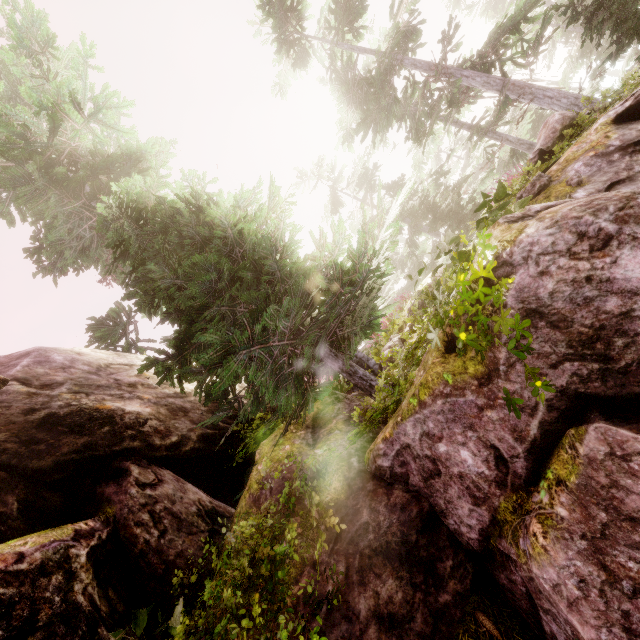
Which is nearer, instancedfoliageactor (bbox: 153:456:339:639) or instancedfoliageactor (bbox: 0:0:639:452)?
instancedfoliageactor (bbox: 153:456:339:639)

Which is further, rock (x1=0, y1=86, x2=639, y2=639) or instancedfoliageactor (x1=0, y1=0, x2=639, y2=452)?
instancedfoliageactor (x1=0, y1=0, x2=639, y2=452)

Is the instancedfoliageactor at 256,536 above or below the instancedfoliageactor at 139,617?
below

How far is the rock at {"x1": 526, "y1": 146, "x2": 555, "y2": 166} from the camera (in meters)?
7.55

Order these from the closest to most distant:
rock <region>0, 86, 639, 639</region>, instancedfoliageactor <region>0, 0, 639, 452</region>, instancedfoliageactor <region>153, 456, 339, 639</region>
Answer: rock <region>0, 86, 639, 639</region>
instancedfoliageactor <region>153, 456, 339, 639</region>
instancedfoliageactor <region>0, 0, 639, 452</region>

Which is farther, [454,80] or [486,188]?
[486,188]

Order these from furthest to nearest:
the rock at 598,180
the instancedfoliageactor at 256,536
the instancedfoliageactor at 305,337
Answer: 1. the instancedfoliageactor at 305,337
2. the instancedfoliageactor at 256,536
3. the rock at 598,180
